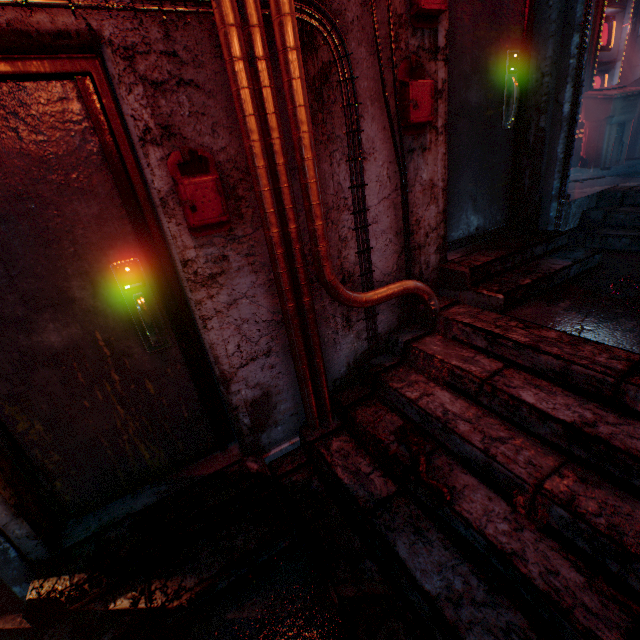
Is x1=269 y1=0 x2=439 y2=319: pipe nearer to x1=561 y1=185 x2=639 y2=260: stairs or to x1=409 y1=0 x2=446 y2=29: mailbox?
x1=409 y1=0 x2=446 y2=29: mailbox

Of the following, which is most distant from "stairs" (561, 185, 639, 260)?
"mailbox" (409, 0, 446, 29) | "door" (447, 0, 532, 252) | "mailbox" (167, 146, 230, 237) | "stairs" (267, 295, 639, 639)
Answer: "mailbox" (167, 146, 230, 237)

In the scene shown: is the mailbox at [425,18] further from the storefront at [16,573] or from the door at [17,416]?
the storefront at [16,573]

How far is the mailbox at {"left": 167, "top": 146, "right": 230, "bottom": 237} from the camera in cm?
137

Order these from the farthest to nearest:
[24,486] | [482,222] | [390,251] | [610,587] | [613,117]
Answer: [613,117] → [482,222] → [390,251] → [24,486] → [610,587]

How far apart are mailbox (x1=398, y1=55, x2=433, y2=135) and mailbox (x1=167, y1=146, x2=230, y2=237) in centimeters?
110cm

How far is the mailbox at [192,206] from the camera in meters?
1.4 m

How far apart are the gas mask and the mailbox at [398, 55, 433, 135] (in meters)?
1.65
